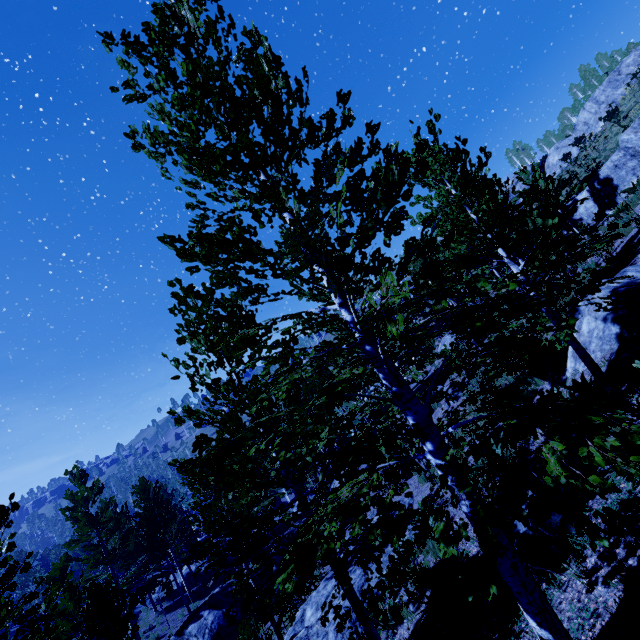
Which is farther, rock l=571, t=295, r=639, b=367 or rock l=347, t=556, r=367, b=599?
rock l=347, t=556, r=367, b=599

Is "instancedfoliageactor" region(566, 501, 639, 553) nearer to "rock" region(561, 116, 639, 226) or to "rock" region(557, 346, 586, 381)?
"rock" region(557, 346, 586, 381)

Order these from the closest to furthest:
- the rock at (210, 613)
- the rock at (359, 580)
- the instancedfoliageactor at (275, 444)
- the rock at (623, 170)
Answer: the instancedfoliageactor at (275, 444), the rock at (359, 580), the rock at (623, 170), the rock at (210, 613)

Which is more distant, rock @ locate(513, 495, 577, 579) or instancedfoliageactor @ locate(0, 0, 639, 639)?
rock @ locate(513, 495, 577, 579)

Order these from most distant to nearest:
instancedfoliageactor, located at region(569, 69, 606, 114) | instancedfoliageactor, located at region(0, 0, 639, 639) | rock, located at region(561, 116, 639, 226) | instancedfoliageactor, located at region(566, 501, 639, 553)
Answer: instancedfoliageactor, located at region(569, 69, 606, 114) < rock, located at region(561, 116, 639, 226) < instancedfoliageactor, located at region(0, 0, 639, 639) < instancedfoliageactor, located at region(566, 501, 639, 553)

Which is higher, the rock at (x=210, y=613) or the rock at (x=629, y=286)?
the rock at (x=629, y=286)

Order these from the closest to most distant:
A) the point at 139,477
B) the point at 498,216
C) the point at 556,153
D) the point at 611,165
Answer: the point at 498,216, the point at 611,165, the point at 139,477, the point at 556,153

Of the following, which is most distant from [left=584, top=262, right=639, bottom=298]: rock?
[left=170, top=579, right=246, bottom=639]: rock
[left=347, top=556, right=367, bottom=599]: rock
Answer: [left=170, top=579, right=246, bottom=639]: rock
